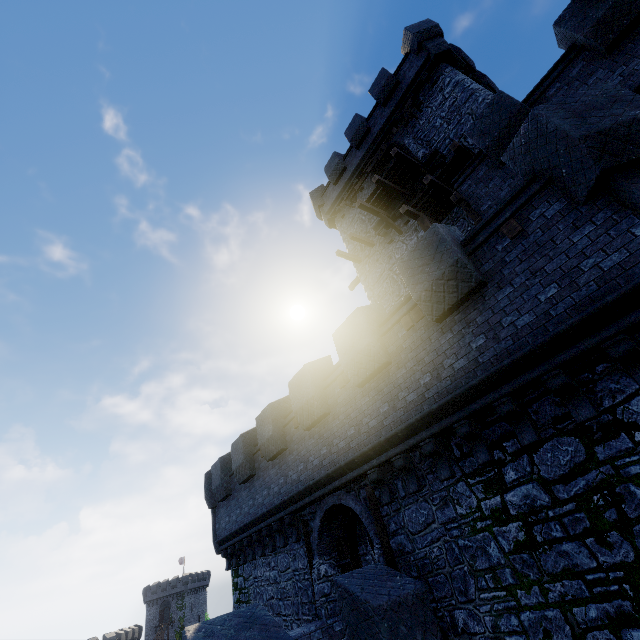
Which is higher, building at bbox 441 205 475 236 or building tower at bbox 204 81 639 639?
building at bbox 441 205 475 236

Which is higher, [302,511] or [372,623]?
[302,511]

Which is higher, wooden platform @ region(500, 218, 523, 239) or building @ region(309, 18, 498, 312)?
building @ region(309, 18, 498, 312)

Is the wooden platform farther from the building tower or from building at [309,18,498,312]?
building at [309,18,498,312]

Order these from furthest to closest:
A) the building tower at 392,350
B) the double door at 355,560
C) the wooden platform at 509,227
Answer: the double door at 355,560, the wooden platform at 509,227, the building tower at 392,350

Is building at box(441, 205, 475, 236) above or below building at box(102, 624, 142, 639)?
above

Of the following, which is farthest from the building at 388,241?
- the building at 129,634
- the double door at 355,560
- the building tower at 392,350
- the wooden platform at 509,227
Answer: the building at 129,634

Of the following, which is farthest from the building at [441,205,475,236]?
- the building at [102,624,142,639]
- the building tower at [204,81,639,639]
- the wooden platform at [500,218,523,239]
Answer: the building at [102,624,142,639]
